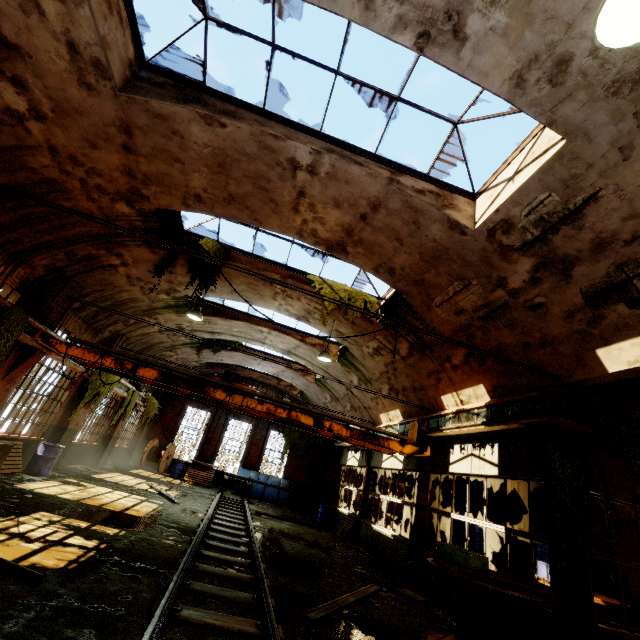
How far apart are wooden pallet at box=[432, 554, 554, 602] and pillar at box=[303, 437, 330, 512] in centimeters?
1874cm

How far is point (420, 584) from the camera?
9.1 meters

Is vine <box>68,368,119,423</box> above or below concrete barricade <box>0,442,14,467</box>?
above

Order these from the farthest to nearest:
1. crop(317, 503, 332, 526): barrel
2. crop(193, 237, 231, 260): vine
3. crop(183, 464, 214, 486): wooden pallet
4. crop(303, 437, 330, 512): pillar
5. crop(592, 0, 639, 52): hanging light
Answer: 1. crop(303, 437, 330, 512): pillar
2. crop(183, 464, 214, 486): wooden pallet
3. crop(317, 503, 332, 526): barrel
4. crop(193, 237, 231, 260): vine
5. crop(592, 0, 639, 52): hanging light

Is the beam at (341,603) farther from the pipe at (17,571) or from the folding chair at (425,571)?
the pipe at (17,571)

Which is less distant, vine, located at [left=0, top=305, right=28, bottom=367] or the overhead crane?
vine, located at [left=0, top=305, right=28, bottom=367]

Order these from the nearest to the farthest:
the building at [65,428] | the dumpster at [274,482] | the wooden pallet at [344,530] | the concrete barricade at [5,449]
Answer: the concrete barricade at [5,449], the building at [65,428], the wooden pallet at [344,530], the dumpster at [274,482]

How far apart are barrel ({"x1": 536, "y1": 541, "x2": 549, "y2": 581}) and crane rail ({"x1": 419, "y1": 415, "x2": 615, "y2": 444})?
3.1 meters
